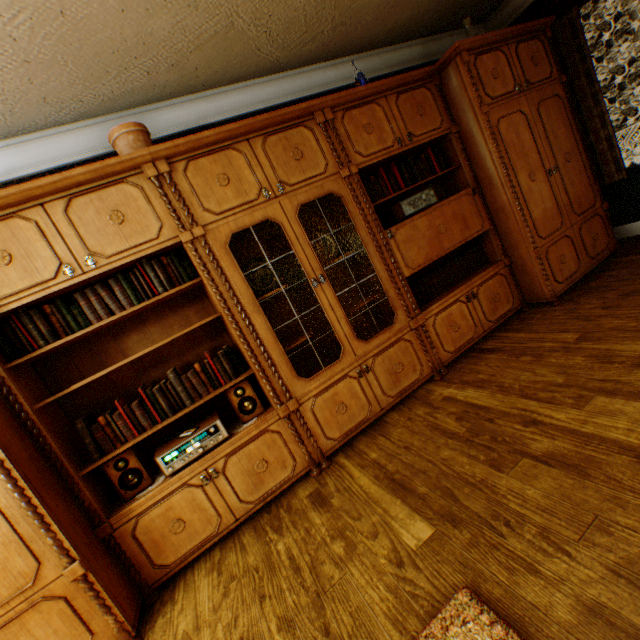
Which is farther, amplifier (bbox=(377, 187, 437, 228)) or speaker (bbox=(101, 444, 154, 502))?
amplifier (bbox=(377, 187, 437, 228))

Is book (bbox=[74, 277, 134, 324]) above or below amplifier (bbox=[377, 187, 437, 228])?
above

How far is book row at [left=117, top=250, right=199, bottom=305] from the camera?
2.2m

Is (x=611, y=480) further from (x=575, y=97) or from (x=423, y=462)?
(x=575, y=97)

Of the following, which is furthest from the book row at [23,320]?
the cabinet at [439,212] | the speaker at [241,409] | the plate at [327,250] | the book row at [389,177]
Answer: the book row at [389,177]

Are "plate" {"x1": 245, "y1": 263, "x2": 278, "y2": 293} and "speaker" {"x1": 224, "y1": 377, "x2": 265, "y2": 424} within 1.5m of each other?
yes

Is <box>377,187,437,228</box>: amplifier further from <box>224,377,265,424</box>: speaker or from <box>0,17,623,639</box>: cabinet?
<box>224,377,265,424</box>: speaker

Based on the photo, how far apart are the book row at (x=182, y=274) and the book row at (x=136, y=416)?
0.5 meters
